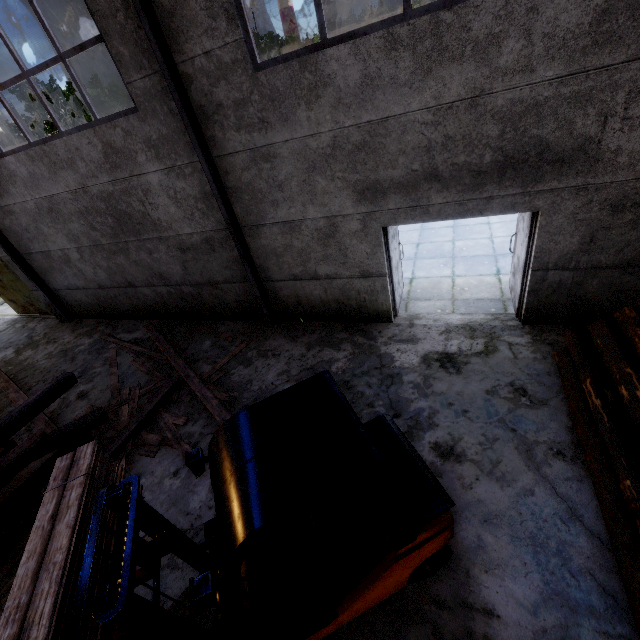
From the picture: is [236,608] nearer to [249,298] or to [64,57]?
[249,298]

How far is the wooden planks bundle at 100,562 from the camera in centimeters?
272cm

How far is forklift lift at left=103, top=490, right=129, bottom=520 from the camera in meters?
2.6

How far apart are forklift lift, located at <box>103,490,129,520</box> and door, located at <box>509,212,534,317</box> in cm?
624

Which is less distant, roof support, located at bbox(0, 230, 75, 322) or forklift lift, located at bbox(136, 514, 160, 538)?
forklift lift, located at bbox(136, 514, 160, 538)

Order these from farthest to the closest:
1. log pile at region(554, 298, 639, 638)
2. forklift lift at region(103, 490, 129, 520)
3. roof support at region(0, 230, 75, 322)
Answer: roof support at region(0, 230, 75, 322) < log pile at region(554, 298, 639, 638) < forklift lift at region(103, 490, 129, 520)

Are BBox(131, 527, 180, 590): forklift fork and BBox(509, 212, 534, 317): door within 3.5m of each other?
no

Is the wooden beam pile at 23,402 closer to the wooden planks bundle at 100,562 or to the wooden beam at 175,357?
the wooden beam at 175,357
